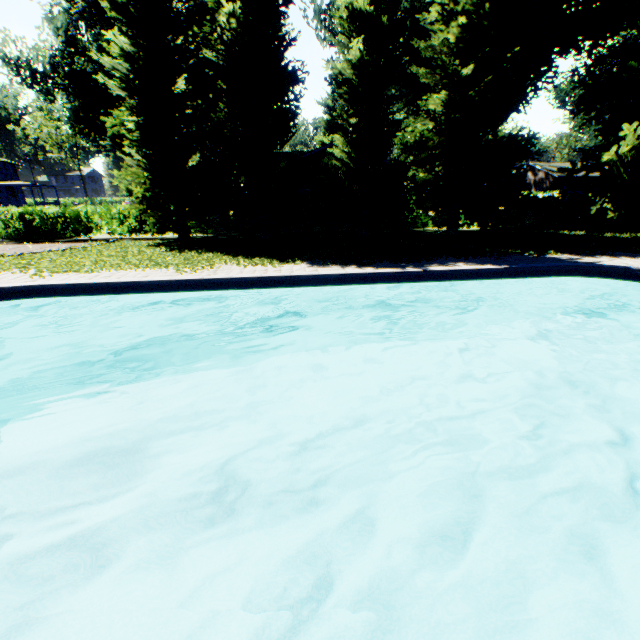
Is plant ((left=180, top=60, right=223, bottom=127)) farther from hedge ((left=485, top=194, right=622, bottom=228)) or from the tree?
hedge ((left=485, top=194, right=622, bottom=228))

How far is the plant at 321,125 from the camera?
56.9 meters

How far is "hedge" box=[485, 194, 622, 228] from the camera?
20.02m

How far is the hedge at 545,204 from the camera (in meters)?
20.02

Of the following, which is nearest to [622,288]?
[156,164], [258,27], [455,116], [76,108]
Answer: [455,116]

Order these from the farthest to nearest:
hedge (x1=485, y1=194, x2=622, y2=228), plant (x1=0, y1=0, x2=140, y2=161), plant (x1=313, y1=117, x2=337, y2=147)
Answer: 1. plant (x1=313, y1=117, x2=337, y2=147)
2. plant (x1=0, y1=0, x2=140, y2=161)
3. hedge (x1=485, y1=194, x2=622, y2=228)

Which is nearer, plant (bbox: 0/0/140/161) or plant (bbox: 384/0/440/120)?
plant (bbox: 384/0/440/120)

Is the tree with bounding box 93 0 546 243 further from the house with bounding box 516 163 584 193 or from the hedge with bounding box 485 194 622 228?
the house with bounding box 516 163 584 193
